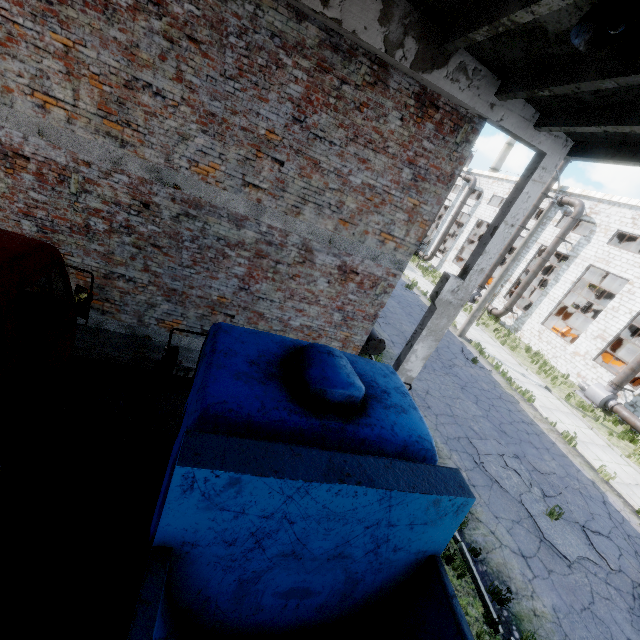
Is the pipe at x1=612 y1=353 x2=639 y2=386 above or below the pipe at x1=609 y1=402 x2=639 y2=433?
above

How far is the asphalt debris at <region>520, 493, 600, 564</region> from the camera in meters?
8.1 m

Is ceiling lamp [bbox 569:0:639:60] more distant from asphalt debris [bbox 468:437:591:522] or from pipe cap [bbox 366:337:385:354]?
asphalt debris [bbox 468:437:591:522]

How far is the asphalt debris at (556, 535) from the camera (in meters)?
8.12

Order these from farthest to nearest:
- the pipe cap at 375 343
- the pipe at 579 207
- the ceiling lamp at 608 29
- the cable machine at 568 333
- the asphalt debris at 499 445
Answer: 1. the cable machine at 568 333
2. the pipe at 579 207
3. the pipe cap at 375 343
4. the asphalt debris at 499 445
5. the ceiling lamp at 608 29

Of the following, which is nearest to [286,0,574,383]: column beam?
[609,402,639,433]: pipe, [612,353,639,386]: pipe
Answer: [609,402,639,433]: pipe

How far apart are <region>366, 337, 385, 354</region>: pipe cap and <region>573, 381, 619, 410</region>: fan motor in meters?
15.5 m

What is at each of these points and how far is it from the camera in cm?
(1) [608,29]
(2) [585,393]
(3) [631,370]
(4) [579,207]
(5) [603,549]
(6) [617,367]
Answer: (1) ceiling lamp, 241
(2) fan motor, 1917
(3) pipe, 1759
(4) pipe, 2270
(5) asphalt debris, 875
(6) cable machine, 2158
